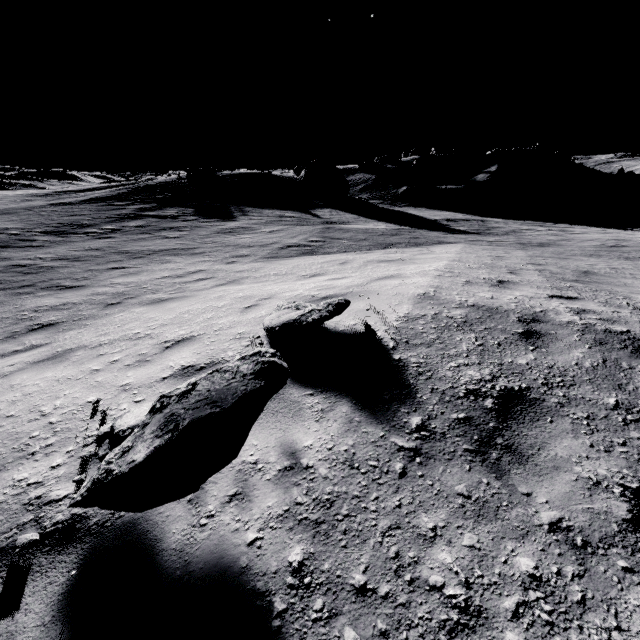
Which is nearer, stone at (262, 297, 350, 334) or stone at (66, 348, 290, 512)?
stone at (66, 348, 290, 512)

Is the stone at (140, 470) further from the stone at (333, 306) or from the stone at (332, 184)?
the stone at (332, 184)

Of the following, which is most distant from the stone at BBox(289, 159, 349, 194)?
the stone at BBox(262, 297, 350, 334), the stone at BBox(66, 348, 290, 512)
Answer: the stone at BBox(66, 348, 290, 512)

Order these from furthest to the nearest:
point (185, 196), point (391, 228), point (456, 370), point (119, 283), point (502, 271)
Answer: point (185, 196), point (391, 228), point (119, 283), point (502, 271), point (456, 370)

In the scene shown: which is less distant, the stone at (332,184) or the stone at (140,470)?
the stone at (140,470)

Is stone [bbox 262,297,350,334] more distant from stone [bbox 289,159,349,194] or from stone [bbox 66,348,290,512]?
stone [bbox 289,159,349,194]

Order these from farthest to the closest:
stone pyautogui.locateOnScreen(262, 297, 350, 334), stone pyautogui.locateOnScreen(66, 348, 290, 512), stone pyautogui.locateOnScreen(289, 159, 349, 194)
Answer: stone pyautogui.locateOnScreen(289, 159, 349, 194), stone pyautogui.locateOnScreen(262, 297, 350, 334), stone pyautogui.locateOnScreen(66, 348, 290, 512)
